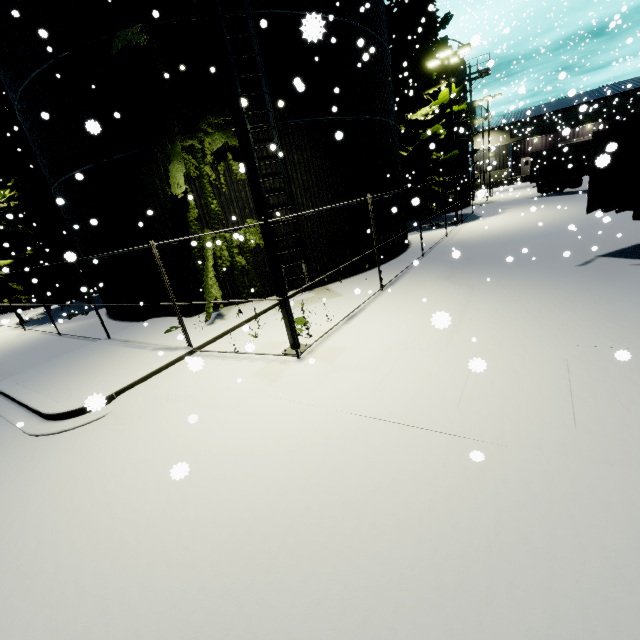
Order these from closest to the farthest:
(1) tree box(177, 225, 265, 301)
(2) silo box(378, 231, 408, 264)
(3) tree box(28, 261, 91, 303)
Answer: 1. (1) tree box(177, 225, 265, 301)
2. (2) silo box(378, 231, 408, 264)
3. (3) tree box(28, 261, 91, 303)

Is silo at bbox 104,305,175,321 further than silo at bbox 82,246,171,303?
Yes

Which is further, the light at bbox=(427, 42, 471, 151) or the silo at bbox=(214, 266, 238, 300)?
the light at bbox=(427, 42, 471, 151)

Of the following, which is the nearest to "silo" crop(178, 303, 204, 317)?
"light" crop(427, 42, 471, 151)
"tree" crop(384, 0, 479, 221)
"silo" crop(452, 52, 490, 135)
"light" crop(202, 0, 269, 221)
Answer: "tree" crop(384, 0, 479, 221)

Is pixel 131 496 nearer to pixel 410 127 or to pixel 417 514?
pixel 417 514

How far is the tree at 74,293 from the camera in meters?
18.4 m

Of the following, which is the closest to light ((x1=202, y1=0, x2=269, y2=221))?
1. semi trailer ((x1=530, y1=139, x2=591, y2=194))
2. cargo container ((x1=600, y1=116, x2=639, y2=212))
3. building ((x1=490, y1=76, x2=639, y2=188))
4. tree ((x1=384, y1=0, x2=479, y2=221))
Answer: tree ((x1=384, y1=0, x2=479, y2=221))

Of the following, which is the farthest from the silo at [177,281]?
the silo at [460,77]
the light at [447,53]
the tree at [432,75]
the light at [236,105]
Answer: the silo at [460,77]
